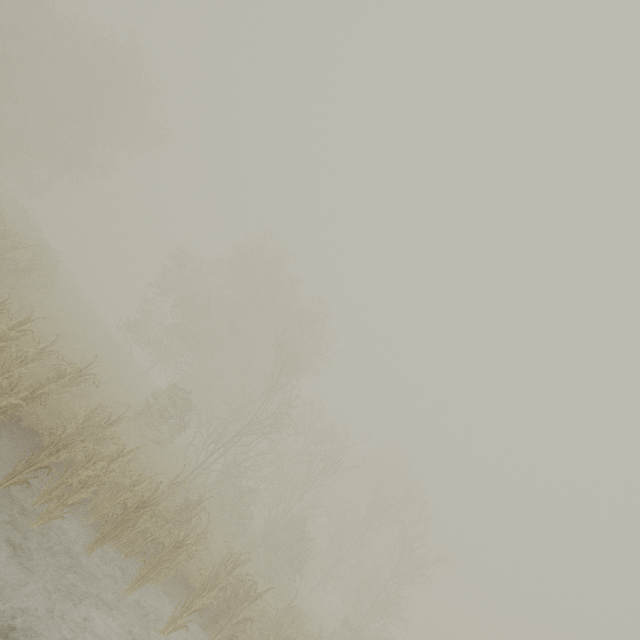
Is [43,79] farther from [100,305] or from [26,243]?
[100,305]
